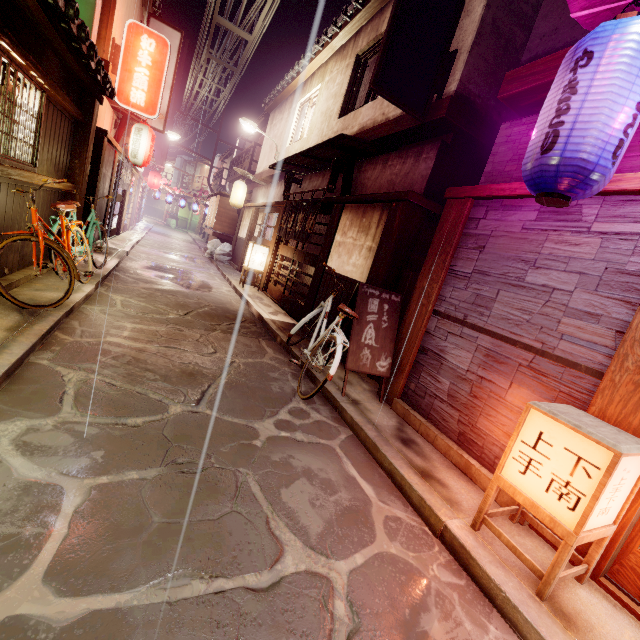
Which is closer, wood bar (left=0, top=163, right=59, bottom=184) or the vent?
wood bar (left=0, top=163, right=59, bottom=184)

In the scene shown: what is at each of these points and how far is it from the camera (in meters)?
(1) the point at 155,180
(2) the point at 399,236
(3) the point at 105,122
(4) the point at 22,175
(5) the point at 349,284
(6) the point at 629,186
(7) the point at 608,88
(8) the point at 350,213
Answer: (1) lantern, 37.06
(2) wood pole, 9.14
(3) house, 15.80
(4) wood bar, 7.29
(5) foundation, 10.99
(6) wood bar, 4.57
(7) lantern, 3.74
(8) house, 11.82

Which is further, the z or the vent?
the z

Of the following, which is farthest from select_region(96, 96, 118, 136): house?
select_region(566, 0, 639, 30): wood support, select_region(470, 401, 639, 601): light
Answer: select_region(470, 401, 639, 601): light

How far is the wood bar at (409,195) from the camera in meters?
8.9

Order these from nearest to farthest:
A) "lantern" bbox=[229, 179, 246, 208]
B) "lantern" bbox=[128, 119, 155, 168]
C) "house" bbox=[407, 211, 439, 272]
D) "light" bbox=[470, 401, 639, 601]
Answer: "light" bbox=[470, 401, 639, 601] → "house" bbox=[407, 211, 439, 272] → "lantern" bbox=[128, 119, 155, 168] → "lantern" bbox=[229, 179, 246, 208]

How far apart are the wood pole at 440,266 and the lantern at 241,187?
20.79m

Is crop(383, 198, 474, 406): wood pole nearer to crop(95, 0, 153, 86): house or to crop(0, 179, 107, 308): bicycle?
crop(0, 179, 107, 308): bicycle
